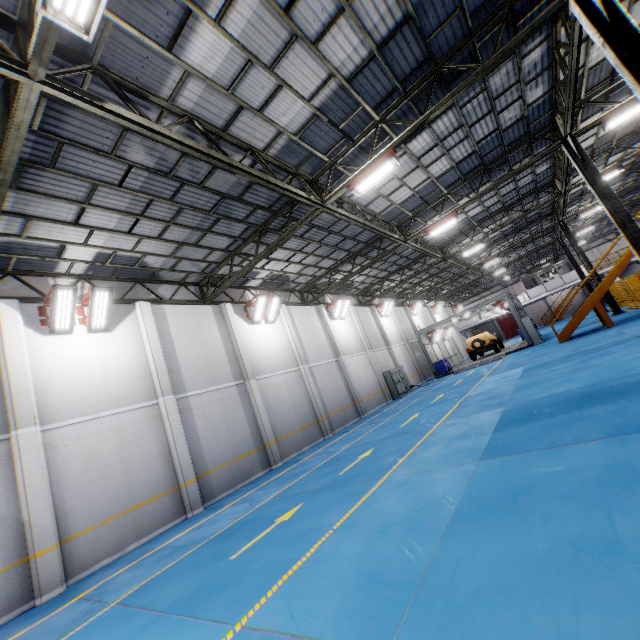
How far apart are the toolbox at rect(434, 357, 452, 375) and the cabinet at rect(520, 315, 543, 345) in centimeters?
667cm

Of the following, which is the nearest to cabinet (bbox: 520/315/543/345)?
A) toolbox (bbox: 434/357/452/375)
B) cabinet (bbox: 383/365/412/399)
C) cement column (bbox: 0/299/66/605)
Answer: toolbox (bbox: 434/357/452/375)

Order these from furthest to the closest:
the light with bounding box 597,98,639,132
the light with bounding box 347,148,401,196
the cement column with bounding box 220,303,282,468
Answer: the cement column with bounding box 220,303,282,468, the light with bounding box 597,98,639,132, the light with bounding box 347,148,401,196

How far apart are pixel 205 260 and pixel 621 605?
14.20m

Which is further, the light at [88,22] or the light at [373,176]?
the light at [373,176]

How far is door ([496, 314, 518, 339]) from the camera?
53.5 meters

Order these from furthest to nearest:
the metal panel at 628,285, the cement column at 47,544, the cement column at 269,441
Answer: the metal panel at 628,285, the cement column at 269,441, the cement column at 47,544

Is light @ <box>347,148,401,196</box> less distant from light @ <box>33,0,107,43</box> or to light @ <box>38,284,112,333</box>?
light @ <box>33,0,107,43</box>
